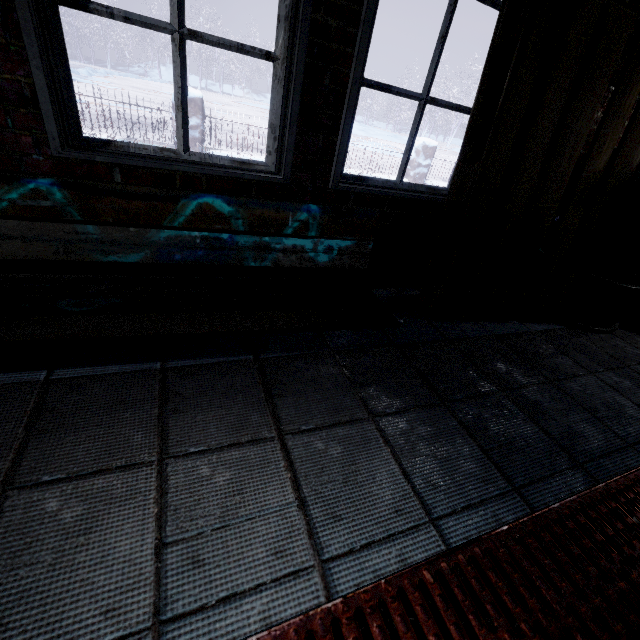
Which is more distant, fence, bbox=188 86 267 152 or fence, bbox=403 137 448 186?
fence, bbox=403 137 448 186

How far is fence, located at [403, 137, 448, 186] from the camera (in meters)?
6.84

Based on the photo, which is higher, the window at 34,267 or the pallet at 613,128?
the pallet at 613,128

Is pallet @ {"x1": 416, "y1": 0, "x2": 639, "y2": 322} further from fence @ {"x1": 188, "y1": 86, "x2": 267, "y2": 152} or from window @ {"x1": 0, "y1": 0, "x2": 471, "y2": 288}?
fence @ {"x1": 188, "y1": 86, "x2": 267, "y2": 152}

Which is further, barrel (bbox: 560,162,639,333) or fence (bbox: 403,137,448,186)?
fence (bbox: 403,137,448,186)

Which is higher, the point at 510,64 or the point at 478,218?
the point at 510,64

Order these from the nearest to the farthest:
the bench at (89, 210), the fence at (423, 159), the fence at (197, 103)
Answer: the bench at (89, 210) < the fence at (197, 103) < the fence at (423, 159)
